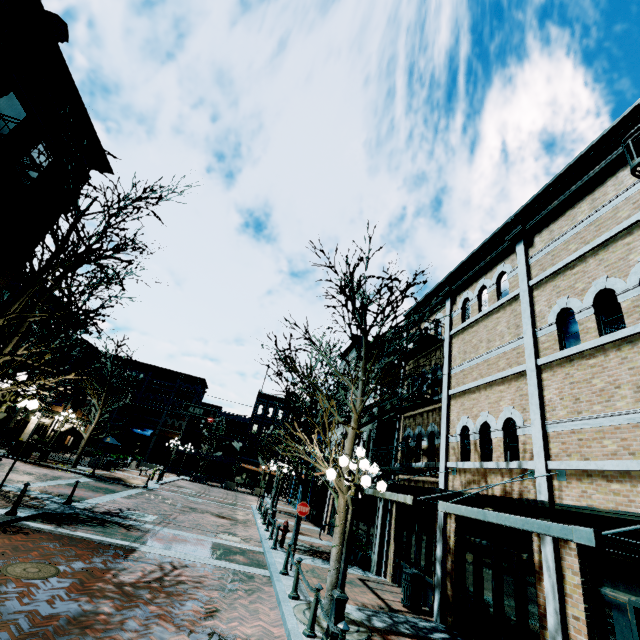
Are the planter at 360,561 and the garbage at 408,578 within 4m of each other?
yes

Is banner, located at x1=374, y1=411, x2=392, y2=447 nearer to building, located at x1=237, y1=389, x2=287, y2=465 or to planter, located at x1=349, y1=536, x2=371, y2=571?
planter, located at x1=349, y1=536, x2=371, y2=571

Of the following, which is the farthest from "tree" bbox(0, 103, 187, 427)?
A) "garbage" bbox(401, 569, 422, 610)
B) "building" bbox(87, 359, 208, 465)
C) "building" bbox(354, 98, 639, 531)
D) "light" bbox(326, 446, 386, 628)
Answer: "building" bbox(87, 359, 208, 465)

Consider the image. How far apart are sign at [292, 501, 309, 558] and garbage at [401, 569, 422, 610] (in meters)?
3.47

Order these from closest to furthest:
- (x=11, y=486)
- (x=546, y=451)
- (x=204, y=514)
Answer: (x=546, y=451), (x=11, y=486), (x=204, y=514)

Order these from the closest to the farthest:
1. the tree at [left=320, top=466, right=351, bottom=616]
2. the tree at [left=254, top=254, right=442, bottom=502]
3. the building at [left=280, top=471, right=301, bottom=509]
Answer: the tree at [left=320, top=466, right=351, bottom=616], the tree at [left=254, top=254, right=442, bottom=502], the building at [left=280, top=471, right=301, bottom=509]

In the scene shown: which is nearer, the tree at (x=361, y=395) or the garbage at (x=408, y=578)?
the tree at (x=361, y=395)

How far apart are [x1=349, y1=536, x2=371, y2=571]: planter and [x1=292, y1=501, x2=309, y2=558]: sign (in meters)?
3.99
